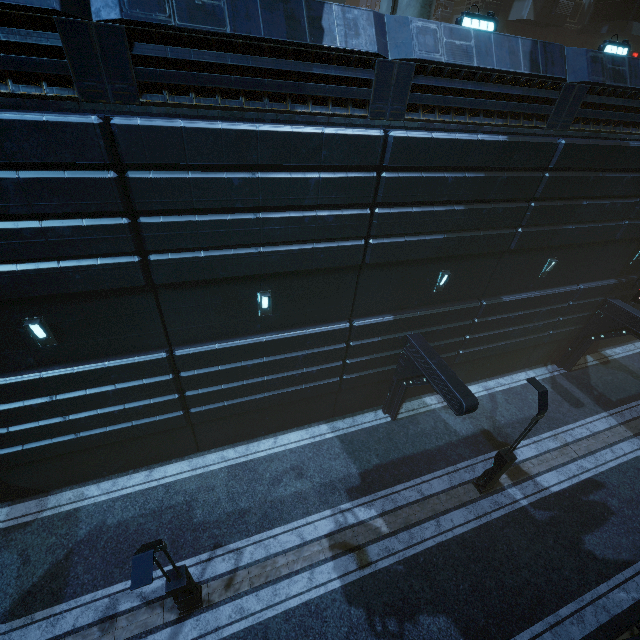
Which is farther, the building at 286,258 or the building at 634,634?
the building at 634,634

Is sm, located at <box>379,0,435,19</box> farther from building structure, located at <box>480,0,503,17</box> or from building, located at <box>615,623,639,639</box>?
building structure, located at <box>480,0,503,17</box>

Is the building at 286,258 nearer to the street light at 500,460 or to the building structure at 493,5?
the building structure at 493,5

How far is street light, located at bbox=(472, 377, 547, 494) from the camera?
10.1m

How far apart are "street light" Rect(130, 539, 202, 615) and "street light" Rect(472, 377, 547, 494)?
10.57m

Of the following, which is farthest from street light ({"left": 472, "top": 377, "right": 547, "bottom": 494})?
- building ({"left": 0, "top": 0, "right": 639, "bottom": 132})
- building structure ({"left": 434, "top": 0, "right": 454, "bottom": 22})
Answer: building structure ({"left": 434, "top": 0, "right": 454, "bottom": 22})

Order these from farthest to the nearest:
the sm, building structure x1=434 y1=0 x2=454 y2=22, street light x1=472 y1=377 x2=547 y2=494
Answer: building structure x1=434 y1=0 x2=454 y2=22 → street light x1=472 y1=377 x2=547 y2=494 → the sm

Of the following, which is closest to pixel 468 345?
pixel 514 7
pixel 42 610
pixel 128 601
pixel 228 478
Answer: pixel 228 478
